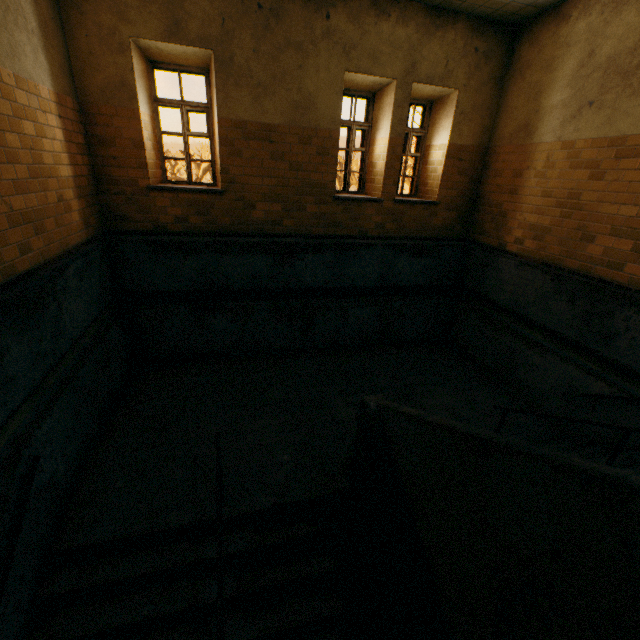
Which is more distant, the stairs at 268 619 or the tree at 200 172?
the tree at 200 172

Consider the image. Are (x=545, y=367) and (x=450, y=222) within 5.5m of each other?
yes

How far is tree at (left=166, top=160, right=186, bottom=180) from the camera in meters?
36.7

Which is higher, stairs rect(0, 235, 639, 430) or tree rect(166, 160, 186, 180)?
tree rect(166, 160, 186, 180)

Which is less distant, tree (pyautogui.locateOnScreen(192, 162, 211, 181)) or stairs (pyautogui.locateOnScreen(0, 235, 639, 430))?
stairs (pyautogui.locateOnScreen(0, 235, 639, 430))

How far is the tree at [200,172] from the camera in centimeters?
3708cm
